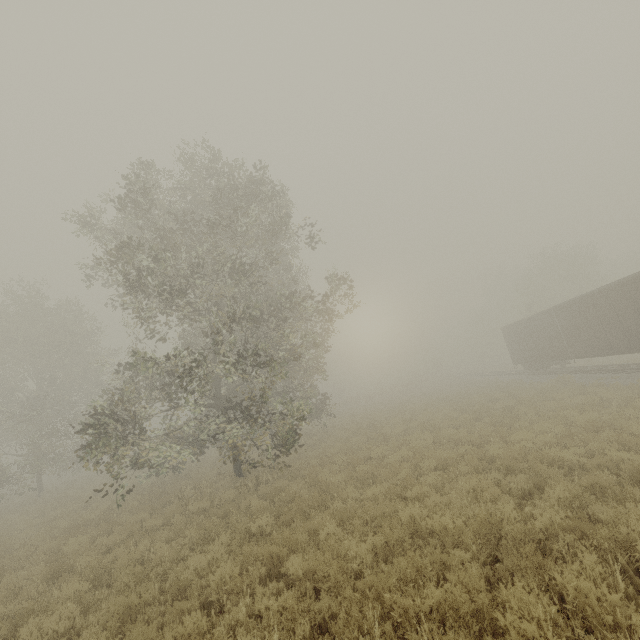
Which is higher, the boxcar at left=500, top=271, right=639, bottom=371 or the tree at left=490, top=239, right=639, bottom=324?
the tree at left=490, top=239, right=639, bottom=324

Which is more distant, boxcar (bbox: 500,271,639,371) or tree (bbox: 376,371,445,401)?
tree (bbox: 376,371,445,401)

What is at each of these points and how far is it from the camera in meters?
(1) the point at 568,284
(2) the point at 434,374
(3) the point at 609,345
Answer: (1) tree, 35.6 m
(2) tree, 57.7 m
(3) boxcar, 17.8 m

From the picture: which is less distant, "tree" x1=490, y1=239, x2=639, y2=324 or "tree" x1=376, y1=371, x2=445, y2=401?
"tree" x1=490, y1=239, x2=639, y2=324

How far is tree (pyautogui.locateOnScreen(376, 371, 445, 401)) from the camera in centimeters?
4381cm

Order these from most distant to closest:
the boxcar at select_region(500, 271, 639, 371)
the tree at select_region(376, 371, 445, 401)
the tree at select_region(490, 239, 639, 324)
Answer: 1. the tree at select_region(376, 371, 445, 401)
2. the tree at select_region(490, 239, 639, 324)
3. the boxcar at select_region(500, 271, 639, 371)

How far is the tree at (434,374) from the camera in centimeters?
4381cm

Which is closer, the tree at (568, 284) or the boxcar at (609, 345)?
the boxcar at (609, 345)
